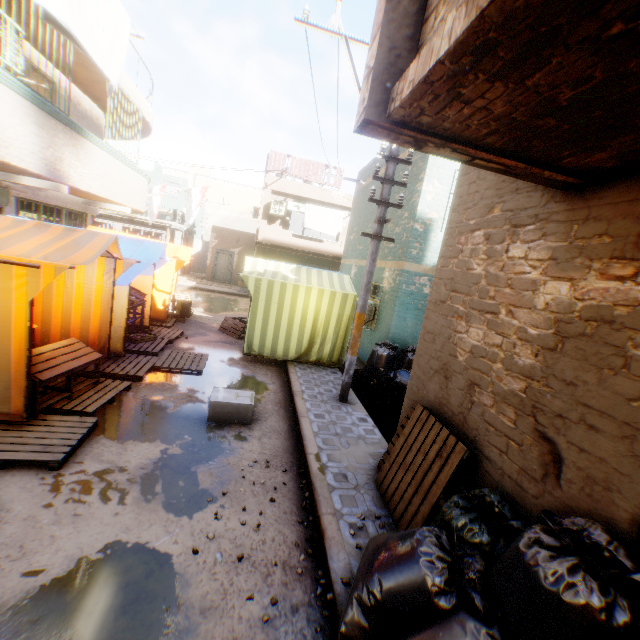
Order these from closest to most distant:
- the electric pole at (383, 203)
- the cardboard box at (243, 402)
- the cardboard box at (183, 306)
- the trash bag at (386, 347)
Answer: the cardboard box at (243, 402), the electric pole at (383, 203), the trash bag at (386, 347), the cardboard box at (183, 306)

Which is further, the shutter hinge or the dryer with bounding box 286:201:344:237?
the dryer with bounding box 286:201:344:237

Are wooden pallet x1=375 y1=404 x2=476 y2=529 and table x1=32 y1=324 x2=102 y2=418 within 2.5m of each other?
no

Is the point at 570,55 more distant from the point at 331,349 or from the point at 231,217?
the point at 231,217

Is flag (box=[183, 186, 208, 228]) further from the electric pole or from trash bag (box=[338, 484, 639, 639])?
trash bag (box=[338, 484, 639, 639])

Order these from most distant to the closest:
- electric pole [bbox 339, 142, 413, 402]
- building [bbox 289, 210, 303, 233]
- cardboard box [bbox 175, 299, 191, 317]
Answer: building [bbox 289, 210, 303, 233] → cardboard box [bbox 175, 299, 191, 317] → electric pole [bbox 339, 142, 413, 402]

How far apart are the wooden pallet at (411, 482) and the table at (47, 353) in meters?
4.5

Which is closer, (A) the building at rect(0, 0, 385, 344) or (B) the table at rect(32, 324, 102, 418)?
(B) the table at rect(32, 324, 102, 418)
